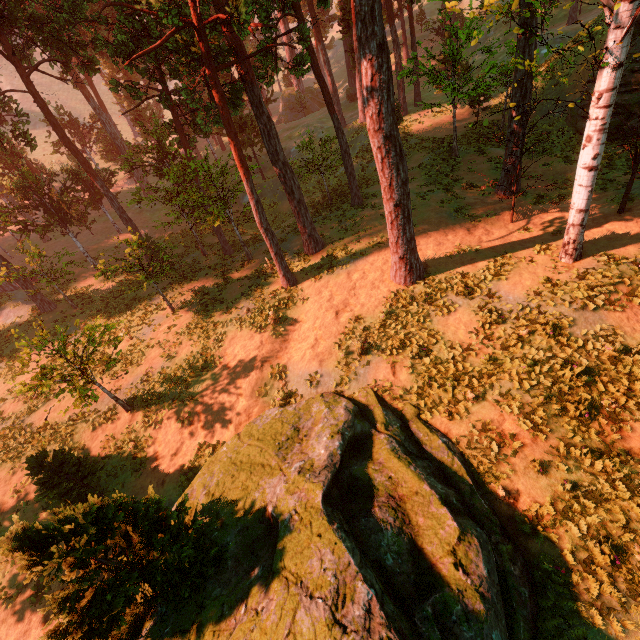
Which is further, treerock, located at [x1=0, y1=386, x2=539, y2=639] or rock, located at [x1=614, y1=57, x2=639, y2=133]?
rock, located at [x1=614, y1=57, x2=639, y2=133]

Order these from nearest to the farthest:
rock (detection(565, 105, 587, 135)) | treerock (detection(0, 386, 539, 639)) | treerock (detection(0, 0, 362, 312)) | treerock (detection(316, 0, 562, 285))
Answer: treerock (detection(0, 386, 539, 639))
treerock (detection(316, 0, 562, 285))
treerock (detection(0, 0, 362, 312))
rock (detection(565, 105, 587, 135))

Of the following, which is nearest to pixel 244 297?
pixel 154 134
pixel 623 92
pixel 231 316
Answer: pixel 231 316

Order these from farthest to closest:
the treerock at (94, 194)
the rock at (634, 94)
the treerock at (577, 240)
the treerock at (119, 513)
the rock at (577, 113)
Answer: the rock at (577, 113)
the rock at (634, 94)
the treerock at (94, 194)
the treerock at (577, 240)
the treerock at (119, 513)

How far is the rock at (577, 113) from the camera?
20.9 meters

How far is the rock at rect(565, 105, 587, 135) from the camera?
20.86m
